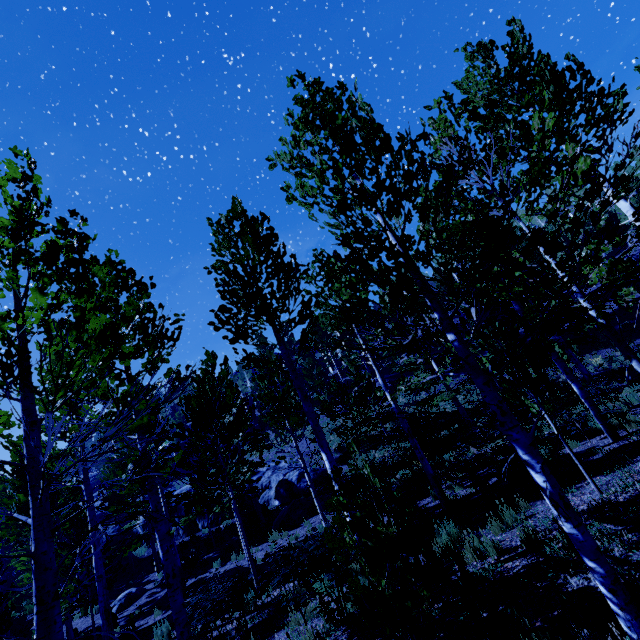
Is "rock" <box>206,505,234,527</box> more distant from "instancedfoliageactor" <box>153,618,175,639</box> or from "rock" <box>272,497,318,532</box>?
"rock" <box>272,497,318,532</box>

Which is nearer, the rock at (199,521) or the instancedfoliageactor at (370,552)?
the instancedfoliageactor at (370,552)

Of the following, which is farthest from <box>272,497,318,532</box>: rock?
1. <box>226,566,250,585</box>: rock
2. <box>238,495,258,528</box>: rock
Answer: <box>226,566,250,585</box>: rock

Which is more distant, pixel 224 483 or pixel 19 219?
pixel 224 483

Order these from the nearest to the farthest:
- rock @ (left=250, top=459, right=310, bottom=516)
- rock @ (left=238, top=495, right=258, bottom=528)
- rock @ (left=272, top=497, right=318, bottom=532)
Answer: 1. rock @ (left=272, top=497, right=318, bottom=532)
2. rock @ (left=238, top=495, right=258, bottom=528)
3. rock @ (left=250, top=459, right=310, bottom=516)

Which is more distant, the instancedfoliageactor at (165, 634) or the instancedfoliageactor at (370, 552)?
the instancedfoliageactor at (165, 634)

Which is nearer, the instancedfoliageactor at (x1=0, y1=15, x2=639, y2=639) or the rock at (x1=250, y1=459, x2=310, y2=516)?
the instancedfoliageactor at (x1=0, y1=15, x2=639, y2=639)

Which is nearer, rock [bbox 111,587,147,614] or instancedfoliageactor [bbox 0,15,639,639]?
instancedfoliageactor [bbox 0,15,639,639]
